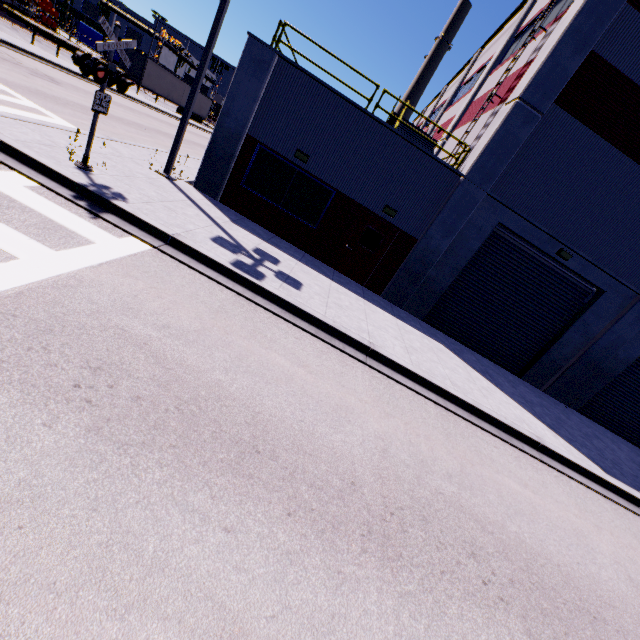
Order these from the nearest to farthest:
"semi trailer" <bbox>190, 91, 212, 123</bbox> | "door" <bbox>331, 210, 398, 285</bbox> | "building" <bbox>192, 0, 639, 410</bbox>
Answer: "building" <bbox>192, 0, 639, 410</bbox>
"door" <bbox>331, 210, 398, 285</bbox>
"semi trailer" <bbox>190, 91, 212, 123</bbox>

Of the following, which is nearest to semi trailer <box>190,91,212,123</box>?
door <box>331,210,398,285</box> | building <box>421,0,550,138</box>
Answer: building <box>421,0,550,138</box>

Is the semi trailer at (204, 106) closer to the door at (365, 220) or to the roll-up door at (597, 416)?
the roll-up door at (597, 416)

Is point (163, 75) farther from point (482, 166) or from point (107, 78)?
point (482, 166)

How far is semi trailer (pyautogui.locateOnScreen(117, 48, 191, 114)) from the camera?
32.0 meters

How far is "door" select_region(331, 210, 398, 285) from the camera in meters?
11.7 m

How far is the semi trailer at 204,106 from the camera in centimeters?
4304cm

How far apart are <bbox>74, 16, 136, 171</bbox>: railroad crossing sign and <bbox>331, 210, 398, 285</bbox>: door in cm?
730
